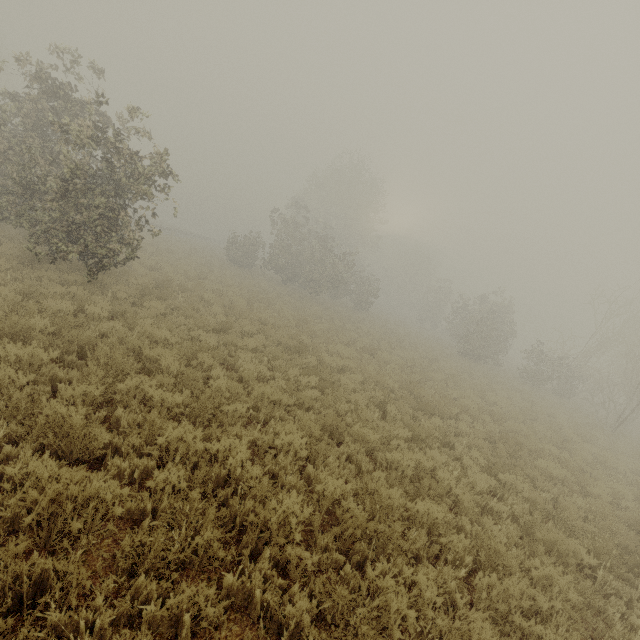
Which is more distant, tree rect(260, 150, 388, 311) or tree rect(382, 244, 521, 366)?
tree rect(260, 150, 388, 311)

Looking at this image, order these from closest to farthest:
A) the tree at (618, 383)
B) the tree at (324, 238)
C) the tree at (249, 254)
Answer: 1. the tree at (618, 383)
2. the tree at (324, 238)
3. the tree at (249, 254)

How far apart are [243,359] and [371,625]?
6.8 meters

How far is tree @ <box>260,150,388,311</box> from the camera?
28.17m

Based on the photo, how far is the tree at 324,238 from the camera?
28.2 meters

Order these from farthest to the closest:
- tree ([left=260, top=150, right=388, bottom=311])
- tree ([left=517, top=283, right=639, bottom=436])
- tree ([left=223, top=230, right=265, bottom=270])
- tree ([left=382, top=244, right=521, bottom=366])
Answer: tree ([left=223, top=230, right=265, bottom=270]) → tree ([left=260, top=150, right=388, bottom=311]) → tree ([left=382, top=244, right=521, bottom=366]) → tree ([left=517, top=283, right=639, bottom=436])
